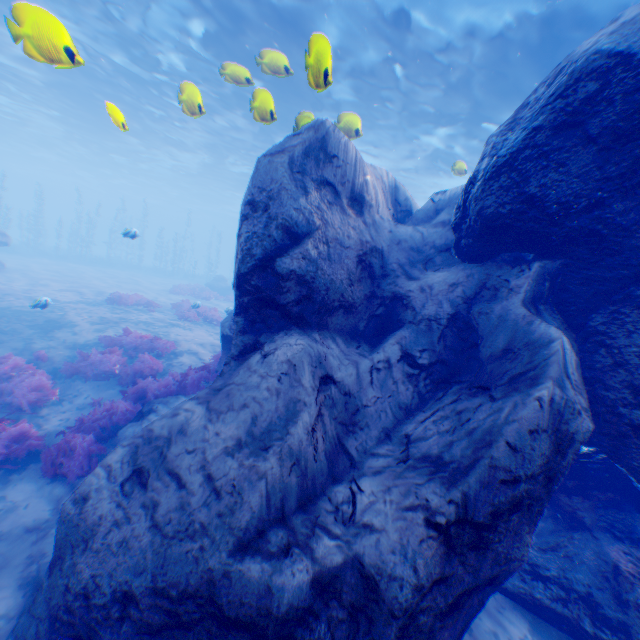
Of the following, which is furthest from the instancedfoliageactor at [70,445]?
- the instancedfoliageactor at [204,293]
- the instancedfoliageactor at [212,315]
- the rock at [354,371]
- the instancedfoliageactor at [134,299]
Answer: the instancedfoliageactor at [204,293]

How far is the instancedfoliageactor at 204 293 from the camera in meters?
25.6

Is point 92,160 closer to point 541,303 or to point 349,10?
point 349,10

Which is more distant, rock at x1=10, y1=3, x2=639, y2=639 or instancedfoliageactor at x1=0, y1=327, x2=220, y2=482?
instancedfoliageactor at x1=0, y1=327, x2=220, y2=482

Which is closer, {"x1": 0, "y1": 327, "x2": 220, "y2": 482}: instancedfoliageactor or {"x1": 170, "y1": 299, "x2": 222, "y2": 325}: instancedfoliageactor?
{"x1": 0, "y1": 327, "x2": 220, "y2": 482}: instancedfoliageactor

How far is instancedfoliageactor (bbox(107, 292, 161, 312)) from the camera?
16.9m

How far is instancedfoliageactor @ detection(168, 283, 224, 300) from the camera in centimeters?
2561cm

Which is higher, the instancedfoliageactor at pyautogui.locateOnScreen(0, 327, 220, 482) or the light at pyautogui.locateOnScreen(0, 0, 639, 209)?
the light at pyautogui.locateOnScreen(0, 0, 639, 209)
